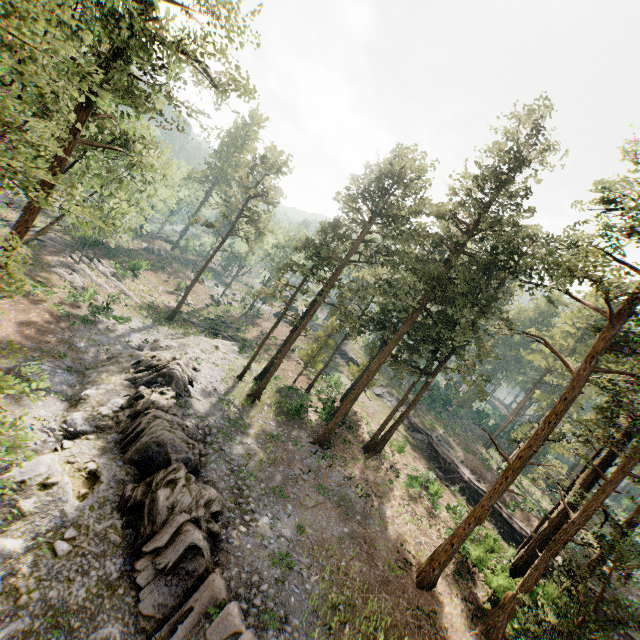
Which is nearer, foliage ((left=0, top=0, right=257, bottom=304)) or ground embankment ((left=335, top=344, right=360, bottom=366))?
foliage ((left=0, top=0, right=257, bottom=304))

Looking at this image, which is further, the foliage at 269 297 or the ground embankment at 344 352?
the ground embankment at 344 352

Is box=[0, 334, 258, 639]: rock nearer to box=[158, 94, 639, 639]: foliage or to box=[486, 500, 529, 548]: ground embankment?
box=[158, 94, 639, 639]: foliage

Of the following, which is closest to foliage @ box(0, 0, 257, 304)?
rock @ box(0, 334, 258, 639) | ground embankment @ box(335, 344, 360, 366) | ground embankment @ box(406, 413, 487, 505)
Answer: ground embankment @ box(406, 413, 487, 505)

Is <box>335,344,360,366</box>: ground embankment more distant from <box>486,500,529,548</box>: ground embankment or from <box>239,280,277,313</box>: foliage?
<box>239,280,277,313</box>: foliage

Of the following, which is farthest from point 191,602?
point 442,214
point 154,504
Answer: point 442,214

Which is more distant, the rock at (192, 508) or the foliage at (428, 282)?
the foliage at (428, 282)

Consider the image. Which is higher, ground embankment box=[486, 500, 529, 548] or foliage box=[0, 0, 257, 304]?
foliage box=[0, 0, 257, 304]
